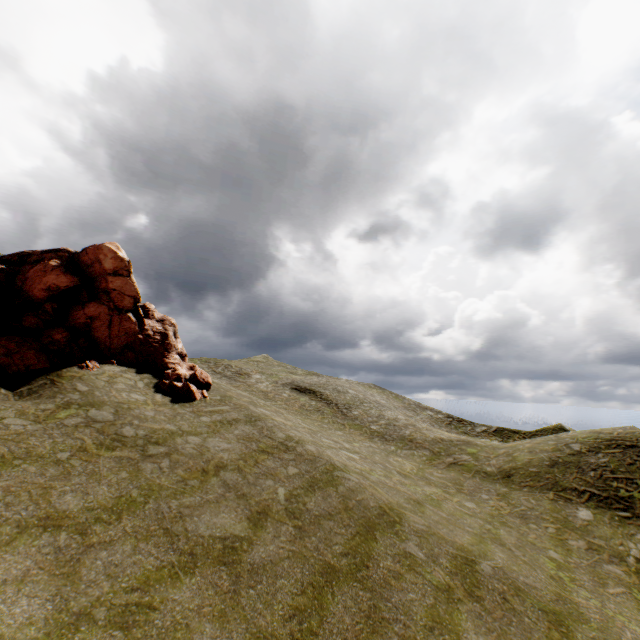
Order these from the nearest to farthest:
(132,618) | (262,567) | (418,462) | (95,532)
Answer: (132,618), (95,532), (262,567), (418,462)
